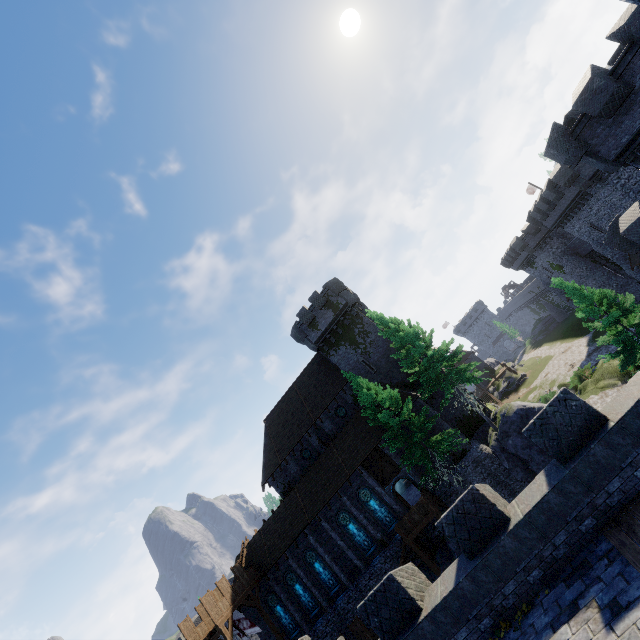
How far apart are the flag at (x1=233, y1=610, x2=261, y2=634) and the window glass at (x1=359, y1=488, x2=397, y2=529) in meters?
12.6 m

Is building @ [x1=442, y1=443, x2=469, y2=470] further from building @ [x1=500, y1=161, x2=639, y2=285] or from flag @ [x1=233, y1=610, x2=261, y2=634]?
building @ [x1=500, y1=161, x2=639, y2=285]

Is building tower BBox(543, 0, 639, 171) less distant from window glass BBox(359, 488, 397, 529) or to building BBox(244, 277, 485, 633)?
building BBox(244, 277, 485, 633)

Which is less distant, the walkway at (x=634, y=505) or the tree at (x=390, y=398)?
the walkway at (x=634, y=505)

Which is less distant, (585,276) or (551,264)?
(585,276)

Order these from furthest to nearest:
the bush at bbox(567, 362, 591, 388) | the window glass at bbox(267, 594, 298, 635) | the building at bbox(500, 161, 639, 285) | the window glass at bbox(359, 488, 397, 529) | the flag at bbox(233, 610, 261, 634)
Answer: the bush at bbox(567, 362, 591, 388) → the building at bbox(500, 161, 639, 285) → the window glass at bbox(267, 594, 298, 635) → the window glass at bbox(359, 488, 397, 529) → the flag at bbox(233, 610, 261, 634)

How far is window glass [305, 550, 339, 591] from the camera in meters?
28.6

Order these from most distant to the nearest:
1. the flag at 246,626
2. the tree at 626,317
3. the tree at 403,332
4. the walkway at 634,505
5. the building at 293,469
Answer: the building at 293,469, the flag at 246,626, the tree at 403,332, the tree at 626,317, the walkway at 634,505
